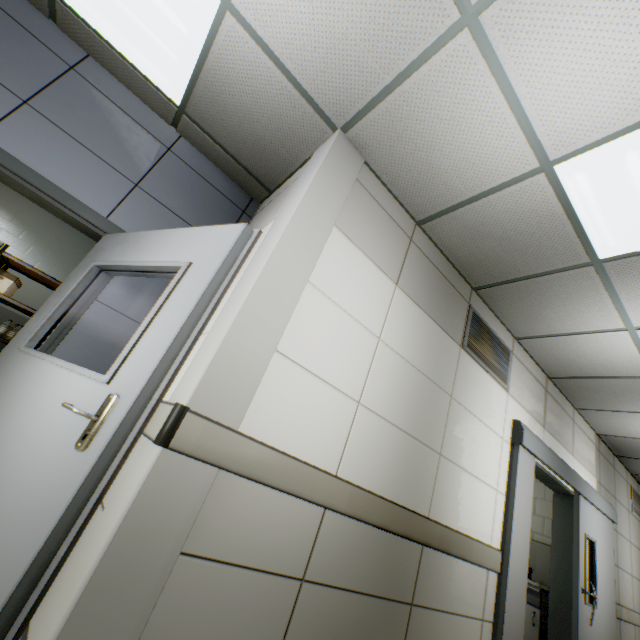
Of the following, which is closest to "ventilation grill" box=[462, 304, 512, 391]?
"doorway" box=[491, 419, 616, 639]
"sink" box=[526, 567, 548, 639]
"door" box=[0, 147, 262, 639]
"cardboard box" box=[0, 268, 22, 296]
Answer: "doorway" box=[491, 419, 616, 639]

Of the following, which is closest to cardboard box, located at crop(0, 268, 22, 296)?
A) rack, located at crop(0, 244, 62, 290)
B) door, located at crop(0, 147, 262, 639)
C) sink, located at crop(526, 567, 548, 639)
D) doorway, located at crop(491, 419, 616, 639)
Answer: rack, located at crop(0, 244, 62, 290)

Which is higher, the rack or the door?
the rack

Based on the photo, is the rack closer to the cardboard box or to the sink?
the cardboard box

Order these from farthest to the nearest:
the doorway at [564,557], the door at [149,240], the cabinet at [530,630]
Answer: the cabinet at [530,630], the doorway at [564,557], the door at [149,240]

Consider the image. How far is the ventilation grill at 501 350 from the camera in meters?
3.1

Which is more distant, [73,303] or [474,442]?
[474,442]

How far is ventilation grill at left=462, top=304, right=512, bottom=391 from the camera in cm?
313
